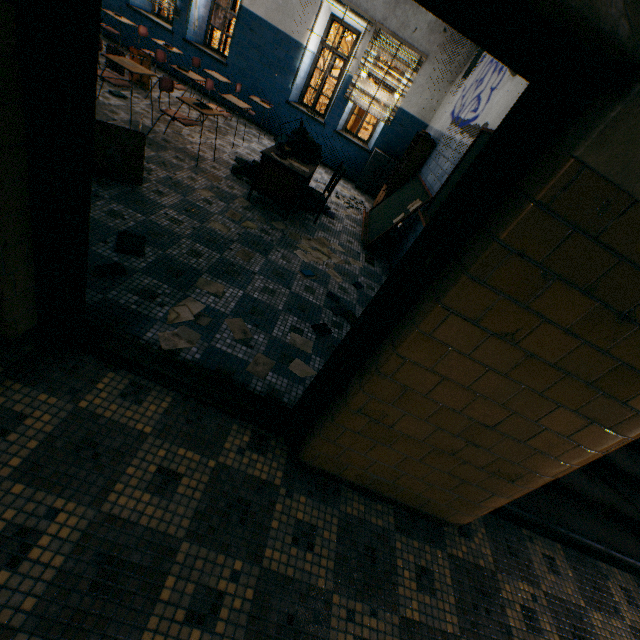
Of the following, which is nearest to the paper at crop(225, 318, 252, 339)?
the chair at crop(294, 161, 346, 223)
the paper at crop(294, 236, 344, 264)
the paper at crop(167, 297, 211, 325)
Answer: the paper at crop(167, 297, 211, 325)

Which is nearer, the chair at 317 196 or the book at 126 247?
the book at 126 247

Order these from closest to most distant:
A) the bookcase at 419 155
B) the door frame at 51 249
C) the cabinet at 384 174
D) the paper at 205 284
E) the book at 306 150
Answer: the door frame at 51 249, the paper at 205 284, the book at 306 150, the bookcase at 419 155, the cabinet at 384 174

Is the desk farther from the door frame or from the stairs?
the door frame

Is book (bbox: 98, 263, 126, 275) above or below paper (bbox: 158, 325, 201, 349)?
Result: above

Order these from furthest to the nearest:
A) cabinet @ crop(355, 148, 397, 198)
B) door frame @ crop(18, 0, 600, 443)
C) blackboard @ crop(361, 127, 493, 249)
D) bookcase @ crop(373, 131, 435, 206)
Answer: cabinet @ crop(355, 148, 397, 198) < bookcase @ crop(373, 131, 435, 206) < blackboard @ crop(361, 127, 493, 249) < door frame @ crop(18, 0, 600, 443)

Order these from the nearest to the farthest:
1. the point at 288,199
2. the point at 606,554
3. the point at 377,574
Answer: the point at 377,574 < the point at 606,554 < the point at 288,199

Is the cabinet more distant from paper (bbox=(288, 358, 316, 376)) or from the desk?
paper (bbox=(288, 358, 316, 376))
